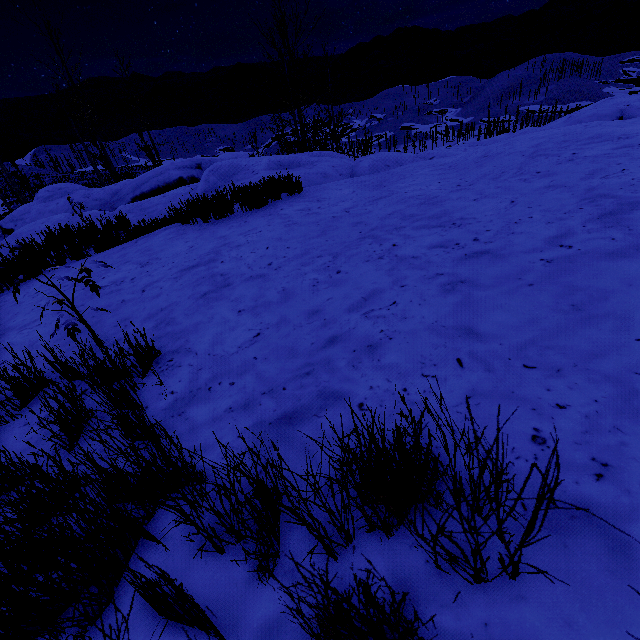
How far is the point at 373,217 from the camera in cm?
430
